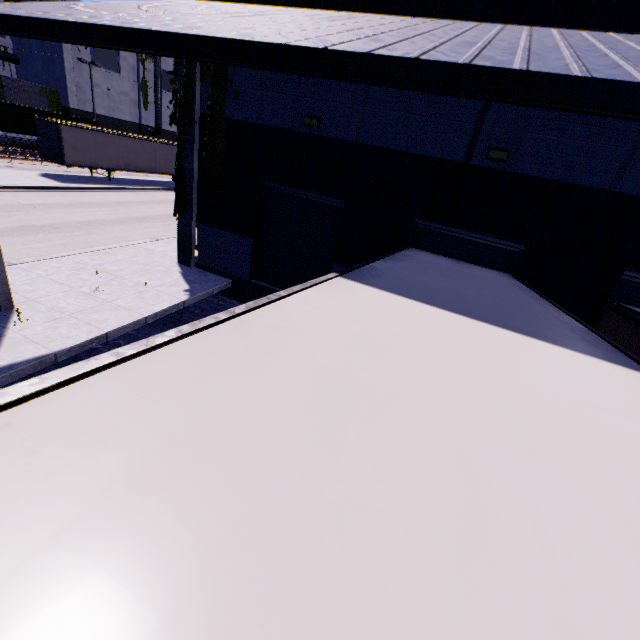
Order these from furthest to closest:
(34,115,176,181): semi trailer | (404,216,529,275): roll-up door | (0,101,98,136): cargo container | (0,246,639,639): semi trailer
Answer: (0,101,98,136): cargo container < (34,115,176,181): semi trailer < (404,216,529,275): roll-up door < (0,246,639,639): semi trailer

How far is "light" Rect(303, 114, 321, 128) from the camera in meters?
8.9

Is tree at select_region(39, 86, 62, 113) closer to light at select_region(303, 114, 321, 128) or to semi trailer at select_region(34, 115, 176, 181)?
semi trailer at select_region(34, 115, 176, 181)

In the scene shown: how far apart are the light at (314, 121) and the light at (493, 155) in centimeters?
449cm

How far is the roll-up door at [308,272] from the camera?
10.1 meters

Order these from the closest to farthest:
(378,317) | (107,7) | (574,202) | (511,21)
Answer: (378,317), (107,7), (511,21), (574,202)

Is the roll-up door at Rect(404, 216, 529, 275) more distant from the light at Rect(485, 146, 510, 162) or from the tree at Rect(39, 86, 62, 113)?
the tree at Rect(39, 86, 62, 113)

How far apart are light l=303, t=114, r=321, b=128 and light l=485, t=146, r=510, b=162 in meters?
4.5
